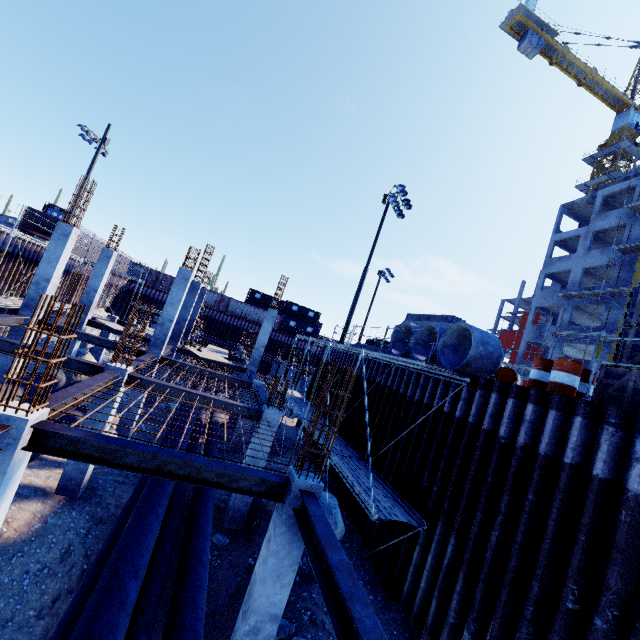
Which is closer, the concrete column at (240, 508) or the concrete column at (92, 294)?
the concrete column at (240, 508)

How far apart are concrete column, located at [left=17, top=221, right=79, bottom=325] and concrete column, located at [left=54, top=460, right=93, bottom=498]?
6.2 meters

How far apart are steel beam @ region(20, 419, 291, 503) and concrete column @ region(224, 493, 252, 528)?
4.5 meters

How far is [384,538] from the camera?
9.8m

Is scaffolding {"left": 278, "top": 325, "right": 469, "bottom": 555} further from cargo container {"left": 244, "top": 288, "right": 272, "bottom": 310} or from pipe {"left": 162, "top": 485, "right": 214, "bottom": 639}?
cargo container {"left": 244, "top": 288, "right": 272, "bottom": 310}

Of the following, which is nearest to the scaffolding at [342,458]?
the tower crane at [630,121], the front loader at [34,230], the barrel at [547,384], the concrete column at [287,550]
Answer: the barrel at [547,384]

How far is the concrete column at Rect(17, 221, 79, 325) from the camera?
13.14m

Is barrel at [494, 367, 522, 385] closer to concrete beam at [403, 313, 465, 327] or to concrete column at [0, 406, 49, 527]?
concrete beam at [403, 313, 465, 327]
